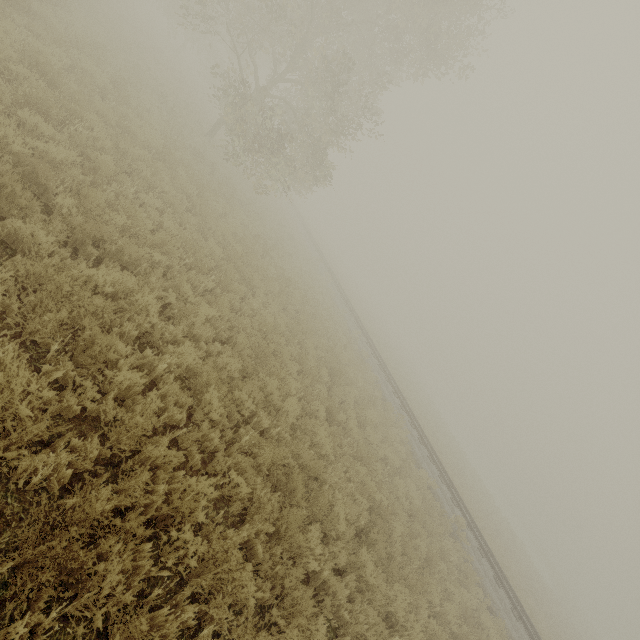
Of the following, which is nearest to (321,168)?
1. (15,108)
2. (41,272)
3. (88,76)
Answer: (88,76)
